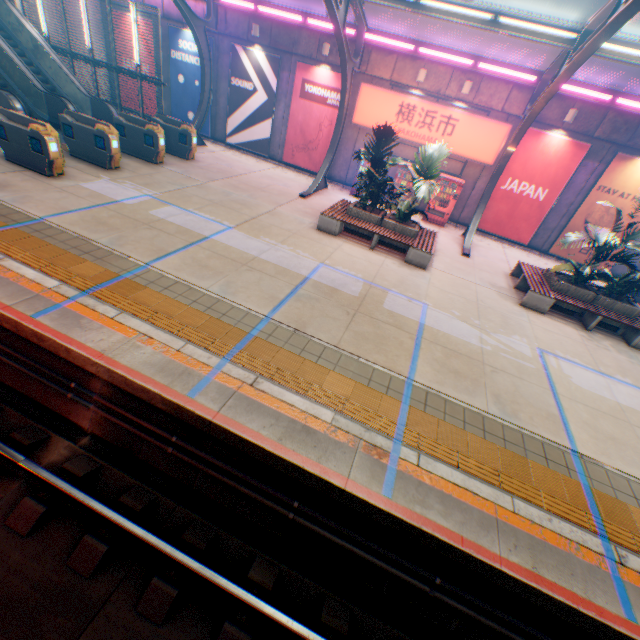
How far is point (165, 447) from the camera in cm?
480

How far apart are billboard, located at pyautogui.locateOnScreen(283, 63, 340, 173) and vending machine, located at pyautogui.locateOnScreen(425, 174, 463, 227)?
5.32m

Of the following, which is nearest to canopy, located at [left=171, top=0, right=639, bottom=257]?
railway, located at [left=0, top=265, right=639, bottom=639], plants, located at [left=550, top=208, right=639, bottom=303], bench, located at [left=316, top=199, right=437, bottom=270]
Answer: bench, located at [left=316, top=199, right=437, bottom=270]

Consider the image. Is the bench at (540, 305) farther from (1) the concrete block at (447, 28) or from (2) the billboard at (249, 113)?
(2) the billboard at (249, 113)

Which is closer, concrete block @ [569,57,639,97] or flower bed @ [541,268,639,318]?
flower bed @ [541,268,639,318]

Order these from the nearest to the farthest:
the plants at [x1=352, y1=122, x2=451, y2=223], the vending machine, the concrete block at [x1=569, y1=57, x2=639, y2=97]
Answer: the plants at [x1=352, y1=122, x2=451, y2=223]
the concrete block at [x1=569, y1=57, x2=639, y2=97]
the vending machine

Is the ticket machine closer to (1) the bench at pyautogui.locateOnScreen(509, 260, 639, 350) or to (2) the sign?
(2) the sign

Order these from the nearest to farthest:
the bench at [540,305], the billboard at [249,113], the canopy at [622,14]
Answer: the canopy at [622,14] < the bench at [540,305] < the billboard at [249,113]
